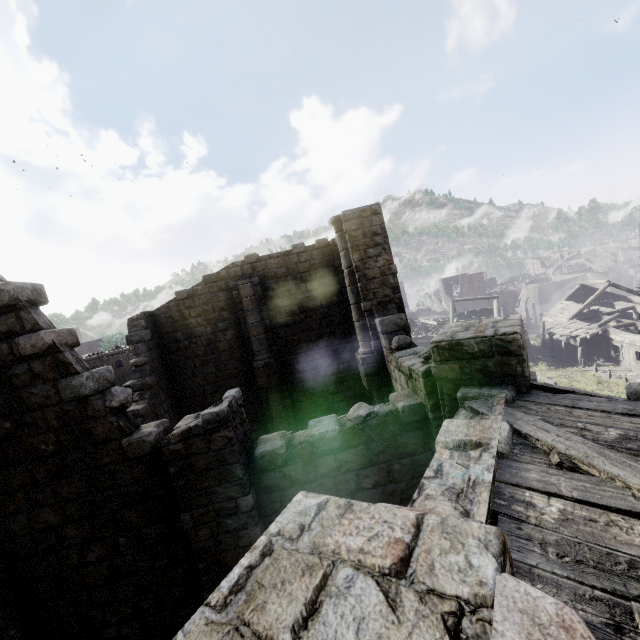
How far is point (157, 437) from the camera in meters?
Result: 6.4 m

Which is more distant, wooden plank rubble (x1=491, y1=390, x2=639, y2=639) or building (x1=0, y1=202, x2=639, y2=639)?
wooden plank rubble (x1=491, y1=390, x2=639, y2=639)

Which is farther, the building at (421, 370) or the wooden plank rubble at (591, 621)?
the wooden plank rubble at (591, 621)
